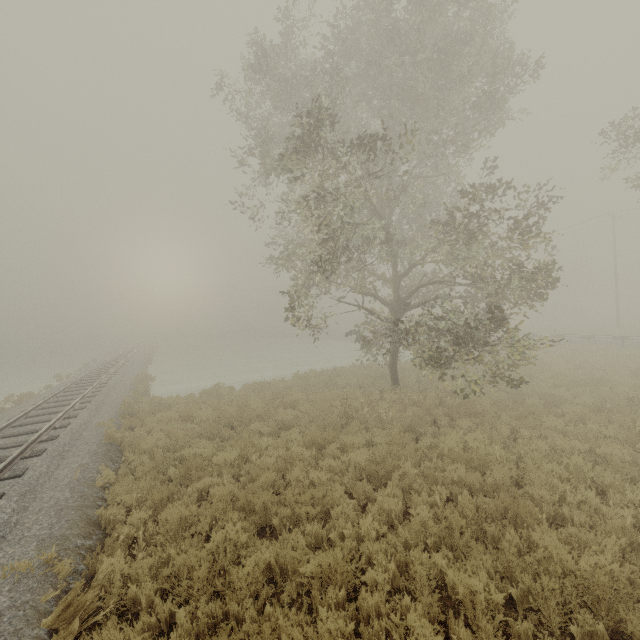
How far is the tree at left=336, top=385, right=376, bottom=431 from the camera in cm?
1073

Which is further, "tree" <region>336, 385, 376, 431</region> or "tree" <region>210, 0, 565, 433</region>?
"tree" <region>336, 385, 376, 431</region>

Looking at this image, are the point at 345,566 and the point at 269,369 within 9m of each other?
no

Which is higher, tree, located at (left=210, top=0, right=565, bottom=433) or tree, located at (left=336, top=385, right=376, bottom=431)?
tree, located at (left=210, top=0, right=565, bottom=433)

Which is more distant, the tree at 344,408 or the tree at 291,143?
the tree at 344,408

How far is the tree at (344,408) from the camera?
10.7 meters
